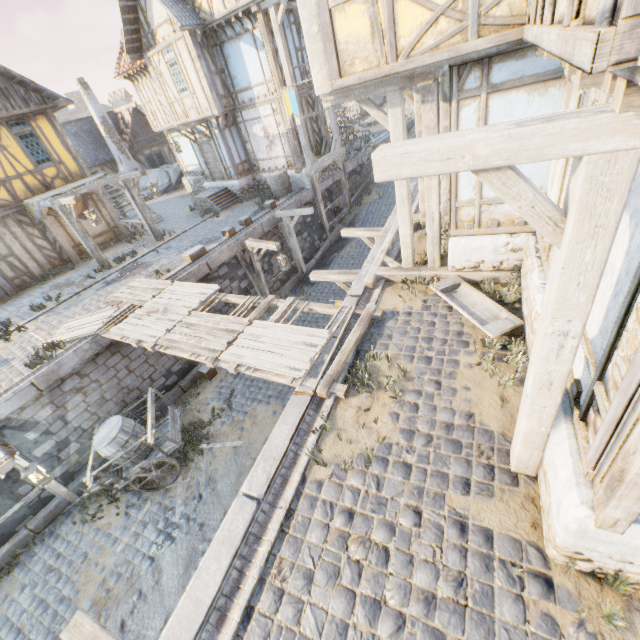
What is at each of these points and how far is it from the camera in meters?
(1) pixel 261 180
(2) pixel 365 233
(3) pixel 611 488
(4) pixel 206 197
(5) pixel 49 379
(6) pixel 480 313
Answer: (1) stone foundation, 17.2 m
(2) wooden structure, 10.2 m
(3) street light, 2.3 m
(4) stairs, 16.7 m
(5) stone blocks, 8.3 m
(6) washtub, 6.0 m

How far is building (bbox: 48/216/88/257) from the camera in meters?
14.8 m

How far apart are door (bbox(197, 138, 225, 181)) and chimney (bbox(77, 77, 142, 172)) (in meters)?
12.19

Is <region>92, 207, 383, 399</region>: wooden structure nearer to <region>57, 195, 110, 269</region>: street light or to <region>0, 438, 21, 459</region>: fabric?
<region>0, 438, 21, 459</region>: fabric

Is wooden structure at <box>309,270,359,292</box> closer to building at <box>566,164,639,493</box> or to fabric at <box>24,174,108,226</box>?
building at <box>566,164,639,493</box>

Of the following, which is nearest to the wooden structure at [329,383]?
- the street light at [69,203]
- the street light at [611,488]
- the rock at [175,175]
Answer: the street light at [611,488]

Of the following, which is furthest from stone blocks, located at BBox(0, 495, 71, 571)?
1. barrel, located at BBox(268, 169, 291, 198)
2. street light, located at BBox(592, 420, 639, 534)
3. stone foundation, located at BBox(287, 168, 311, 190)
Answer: street light, located at BBox(592, 420, 639, 534)

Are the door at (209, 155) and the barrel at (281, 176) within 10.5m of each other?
yes
